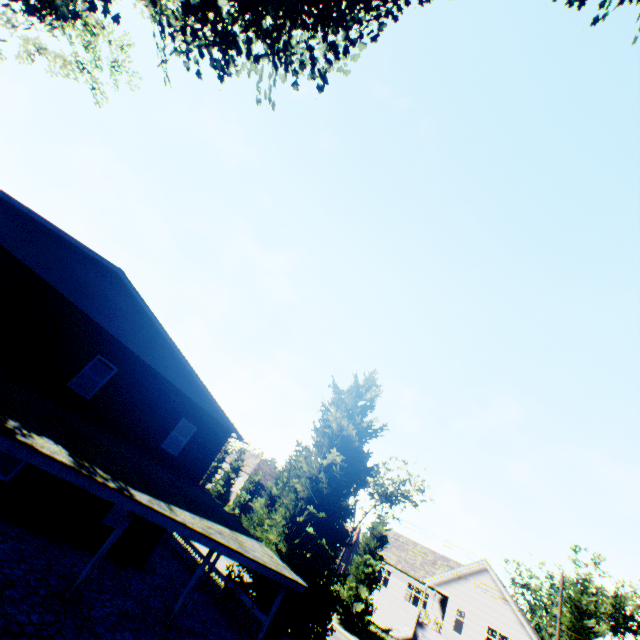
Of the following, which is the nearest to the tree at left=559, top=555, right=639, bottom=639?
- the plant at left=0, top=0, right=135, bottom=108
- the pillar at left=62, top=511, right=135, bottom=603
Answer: the plant at left=0, top=0, right=135, bottom=108

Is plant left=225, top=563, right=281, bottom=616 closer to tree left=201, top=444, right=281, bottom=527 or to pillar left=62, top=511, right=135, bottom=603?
tree left=201, top=444, right=281, bottom=527

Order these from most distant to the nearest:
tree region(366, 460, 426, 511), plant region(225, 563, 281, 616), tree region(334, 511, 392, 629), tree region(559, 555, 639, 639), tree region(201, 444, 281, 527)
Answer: tree region(366, 460, 426, 511) → tree region(201, 444, 281, 527) → tree region(334, 511, 392, 629) → tree region(559, 555, 639, 639) → plant region(225, 563, 281, 616)

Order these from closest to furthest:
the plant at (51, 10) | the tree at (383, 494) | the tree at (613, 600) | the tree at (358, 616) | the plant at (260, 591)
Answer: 1. the plant at (51, 10)
2. the plant at (260, 591)
3. the tree at (613, 600)
4. the tree at (358, 616)
5. the tree at (383, 494)

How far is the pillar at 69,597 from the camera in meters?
9.3

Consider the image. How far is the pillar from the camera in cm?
930

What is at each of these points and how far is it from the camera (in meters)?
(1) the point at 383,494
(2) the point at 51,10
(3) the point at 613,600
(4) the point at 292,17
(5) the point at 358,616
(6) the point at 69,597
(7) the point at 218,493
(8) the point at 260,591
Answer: (1) tree, 58.47
(2) plant, 11.99
(3) tree, 39.31
(4) plant, 8.83
(5) tree, 31.39
(6) pillar, 9.23
(7) tree, 51.75
(8) plant, 16.19
